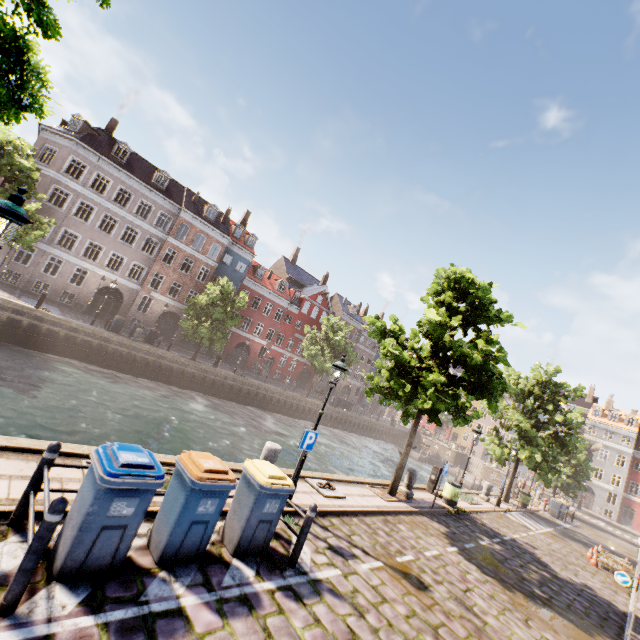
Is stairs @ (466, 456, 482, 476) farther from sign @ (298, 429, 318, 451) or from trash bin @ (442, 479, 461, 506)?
sign @ (298, 429, 318, 451)

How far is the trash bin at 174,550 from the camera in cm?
470

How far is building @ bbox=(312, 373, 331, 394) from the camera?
50.94m

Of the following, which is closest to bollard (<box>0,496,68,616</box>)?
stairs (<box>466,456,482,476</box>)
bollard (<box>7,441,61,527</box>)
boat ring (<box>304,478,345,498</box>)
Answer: bollard (<box>7,441,61,527</box>)

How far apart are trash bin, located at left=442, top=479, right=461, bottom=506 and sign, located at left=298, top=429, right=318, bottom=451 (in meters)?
10.33

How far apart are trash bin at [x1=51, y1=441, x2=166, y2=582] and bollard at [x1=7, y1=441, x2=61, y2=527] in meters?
0.4 m

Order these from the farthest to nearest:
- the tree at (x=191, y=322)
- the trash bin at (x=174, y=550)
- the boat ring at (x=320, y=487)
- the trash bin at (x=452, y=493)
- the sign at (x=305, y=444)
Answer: the tree at (x=191, y=322) < the trash bin at (x=452, y=493) < the boat ring at (x=320, y=487) < the sign at (x=305, y=444) < the trash bin at (x=174, y=550)

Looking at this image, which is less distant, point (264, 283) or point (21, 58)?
point (21, 58)
